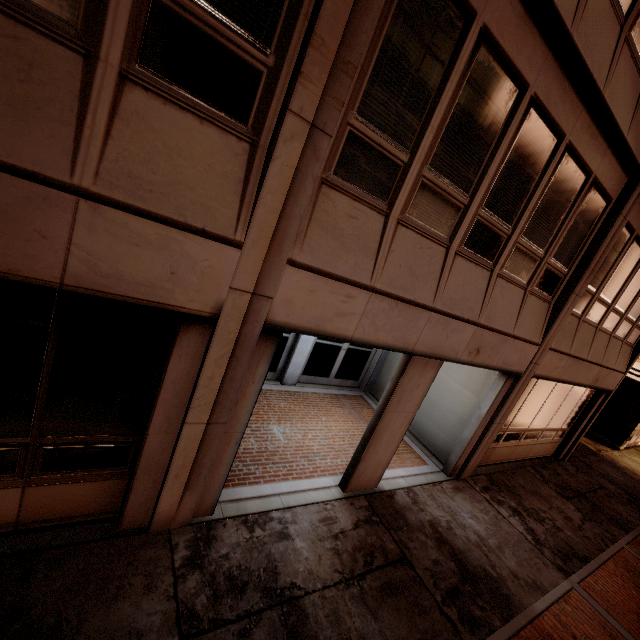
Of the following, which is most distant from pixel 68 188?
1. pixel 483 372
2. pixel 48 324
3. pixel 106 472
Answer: pixel 483 372
